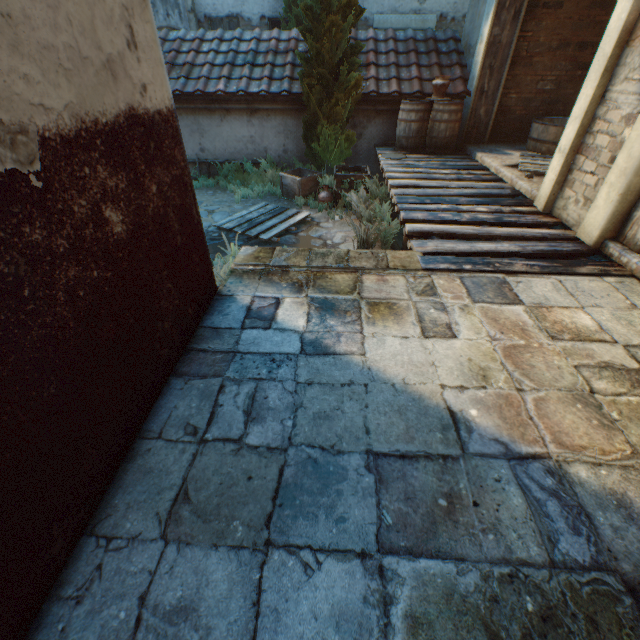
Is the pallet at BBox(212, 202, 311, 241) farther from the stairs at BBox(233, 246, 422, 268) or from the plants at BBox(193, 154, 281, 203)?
the plants at BBox(193, 154, 281, 203)

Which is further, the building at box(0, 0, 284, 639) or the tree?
the tree

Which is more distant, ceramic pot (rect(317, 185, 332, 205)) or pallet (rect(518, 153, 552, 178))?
ceramic pot (rect(317, 185, 332, 205))

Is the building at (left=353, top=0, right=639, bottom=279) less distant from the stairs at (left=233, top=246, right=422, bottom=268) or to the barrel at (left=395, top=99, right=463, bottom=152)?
the stairs at (left=233, top=246, right=422, bottom=268)

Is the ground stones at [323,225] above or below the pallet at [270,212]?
below

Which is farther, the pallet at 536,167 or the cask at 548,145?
the cask at 548,145

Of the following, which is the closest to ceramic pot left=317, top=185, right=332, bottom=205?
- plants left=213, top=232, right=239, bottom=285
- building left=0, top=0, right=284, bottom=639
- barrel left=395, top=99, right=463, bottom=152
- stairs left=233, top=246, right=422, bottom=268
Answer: barrel left=395, top=99, right=463, bottom=152

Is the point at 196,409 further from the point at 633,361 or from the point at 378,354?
the point at 633,361
